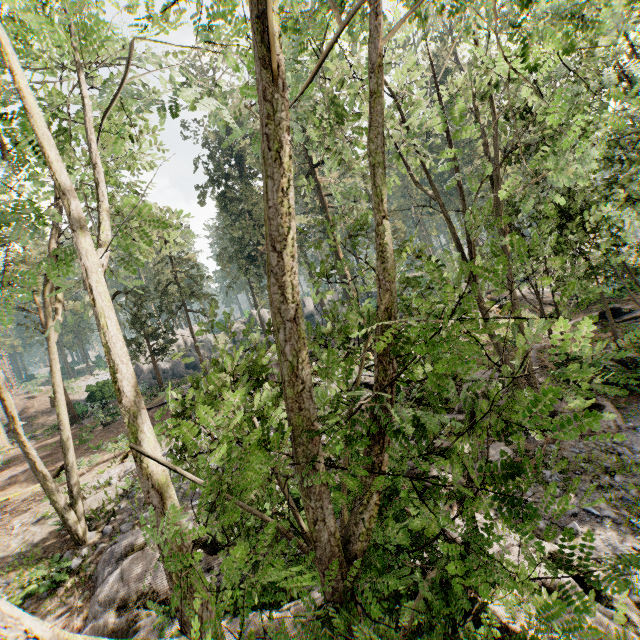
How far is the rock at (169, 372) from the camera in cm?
3931

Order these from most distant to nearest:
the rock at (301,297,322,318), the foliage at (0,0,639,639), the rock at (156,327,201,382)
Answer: the rock at (301,297,322,318), the rock at (156,327,201,382), the foliage at (0,0,639,639)

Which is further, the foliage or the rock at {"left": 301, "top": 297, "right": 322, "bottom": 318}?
the rock at {"left": 301, "top": 297, "right": 322, "bottom": 318}

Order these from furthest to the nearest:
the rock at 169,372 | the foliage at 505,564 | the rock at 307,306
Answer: the rock at 307,306 < the rock at 169,372 < the foliage at 505,564

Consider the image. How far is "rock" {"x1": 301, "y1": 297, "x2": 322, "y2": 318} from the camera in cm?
5212

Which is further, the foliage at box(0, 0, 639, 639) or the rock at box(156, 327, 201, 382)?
the rock at box(156, 327, 201, 382)

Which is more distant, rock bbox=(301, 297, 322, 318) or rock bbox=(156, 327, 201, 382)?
rock bbox=(301, 297, 322, 318)

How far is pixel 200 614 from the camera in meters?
2.8 m
